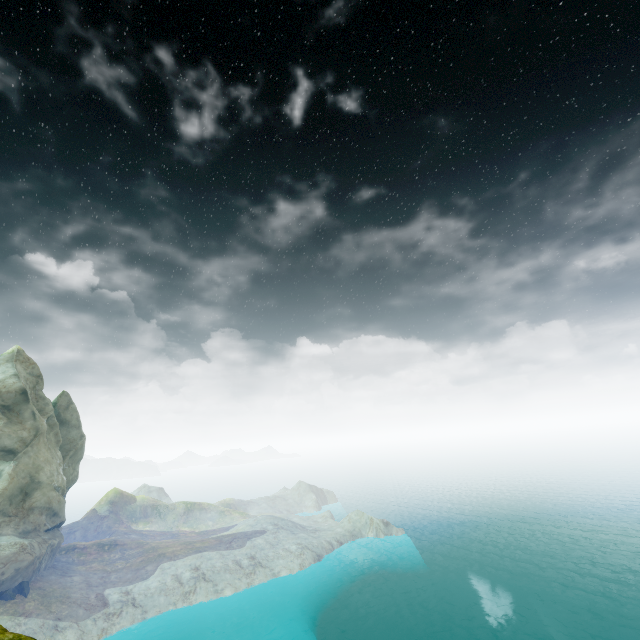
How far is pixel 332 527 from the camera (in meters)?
59.75
